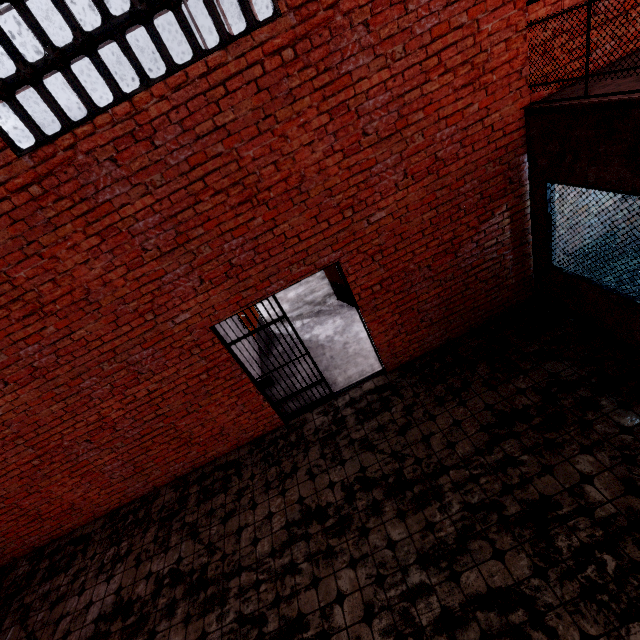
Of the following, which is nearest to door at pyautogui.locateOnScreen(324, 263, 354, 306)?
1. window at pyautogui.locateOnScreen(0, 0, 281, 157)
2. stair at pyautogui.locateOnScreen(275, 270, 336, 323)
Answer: stair at pyautogui.locateOnScreen(275, 270, 336, 323)

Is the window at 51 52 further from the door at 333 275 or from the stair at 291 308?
the stair at 291 308

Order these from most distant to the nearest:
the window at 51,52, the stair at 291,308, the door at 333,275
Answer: the stair at 291,308, the door at 333,275, the window at 51,52

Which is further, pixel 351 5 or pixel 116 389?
pixel 116 389

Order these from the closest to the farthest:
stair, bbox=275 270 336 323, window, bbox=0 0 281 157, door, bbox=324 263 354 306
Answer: window, bbox=0 0 281 157 < door, bbox=324 263 354 306 < stair, bbox=275 270 336 323

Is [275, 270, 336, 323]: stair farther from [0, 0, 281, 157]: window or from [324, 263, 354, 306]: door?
[0, 0, 281, 157]: window
